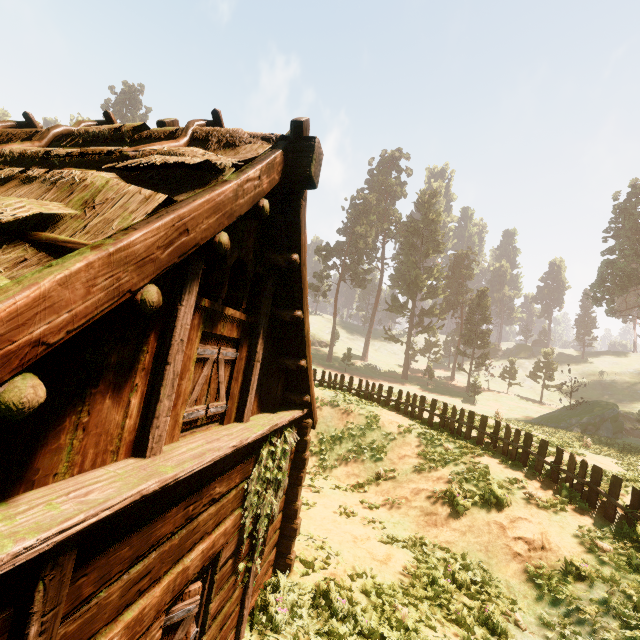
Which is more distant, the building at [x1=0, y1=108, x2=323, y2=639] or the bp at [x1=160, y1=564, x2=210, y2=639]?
the bp at [x1=160, y1=564, x2=210, y2=639]

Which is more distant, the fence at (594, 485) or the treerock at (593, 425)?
the treerock at (593, 425)

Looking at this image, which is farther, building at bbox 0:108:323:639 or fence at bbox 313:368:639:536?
fence at bbox 313:368:639:536

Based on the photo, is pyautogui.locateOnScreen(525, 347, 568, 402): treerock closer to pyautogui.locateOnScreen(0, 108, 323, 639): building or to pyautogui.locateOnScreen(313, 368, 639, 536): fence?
pyautogui.locateOnScreen(0, 108, 323, 639): building

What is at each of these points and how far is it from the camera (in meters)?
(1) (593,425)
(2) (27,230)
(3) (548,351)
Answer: (1) treerock, 29.19
(2) building, 2.04
(3) treerock, 50.53

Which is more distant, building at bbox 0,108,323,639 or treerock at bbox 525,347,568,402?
treerock at bbox 525,347,568,402

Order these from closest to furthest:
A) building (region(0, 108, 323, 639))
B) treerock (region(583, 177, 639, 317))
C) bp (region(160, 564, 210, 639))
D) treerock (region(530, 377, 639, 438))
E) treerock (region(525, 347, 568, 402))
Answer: building (region(0, 108, 323, 639))
bp (region(160, 564, 210, 639))
treerock (region(530, 377, 639, 438))
treerock (region(583, 177, 639, 317))
treerock (region(525, 347, 568, 402))

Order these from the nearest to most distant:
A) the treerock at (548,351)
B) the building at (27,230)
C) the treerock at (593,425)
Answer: the building at (27,230)
the treerock at (593,425)
the treerock at (548,351)
